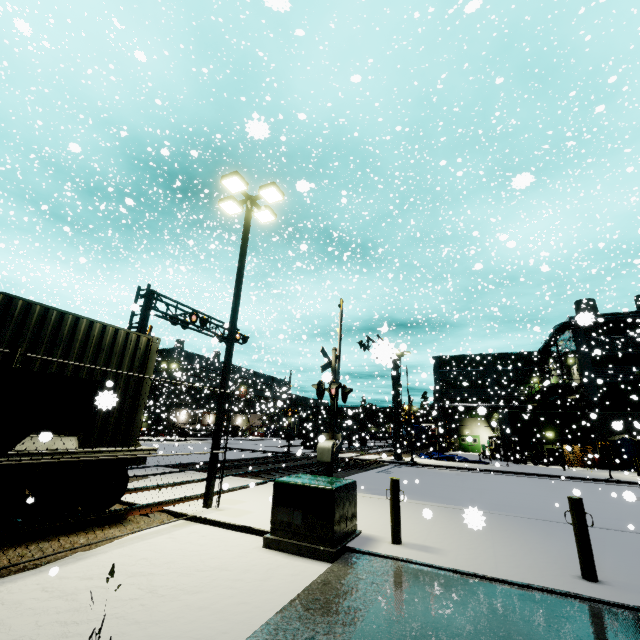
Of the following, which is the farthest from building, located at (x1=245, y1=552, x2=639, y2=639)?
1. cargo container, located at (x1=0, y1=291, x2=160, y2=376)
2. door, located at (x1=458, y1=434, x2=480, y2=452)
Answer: cargo container, located at (x1=0, y1=291, x2=160, y2=376)

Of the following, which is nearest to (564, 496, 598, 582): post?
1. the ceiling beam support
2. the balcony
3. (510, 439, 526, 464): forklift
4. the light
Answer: the ceiling beam support

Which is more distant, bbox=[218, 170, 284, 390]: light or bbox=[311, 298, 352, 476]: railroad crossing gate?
bbox=[311, 298, 352, 476]: railroad crossing gate

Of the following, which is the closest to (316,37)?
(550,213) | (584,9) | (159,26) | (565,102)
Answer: (584,9)

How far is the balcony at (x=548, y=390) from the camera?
32.9m

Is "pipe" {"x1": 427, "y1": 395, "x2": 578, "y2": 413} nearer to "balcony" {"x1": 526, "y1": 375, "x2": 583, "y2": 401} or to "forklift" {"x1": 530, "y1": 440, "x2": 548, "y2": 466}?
"balcony" {"x1": 526, "y1": 375, "x2": 583, "y2": 401}

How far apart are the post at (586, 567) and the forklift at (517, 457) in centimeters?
2717cm

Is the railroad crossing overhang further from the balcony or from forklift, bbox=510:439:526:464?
the balcony
